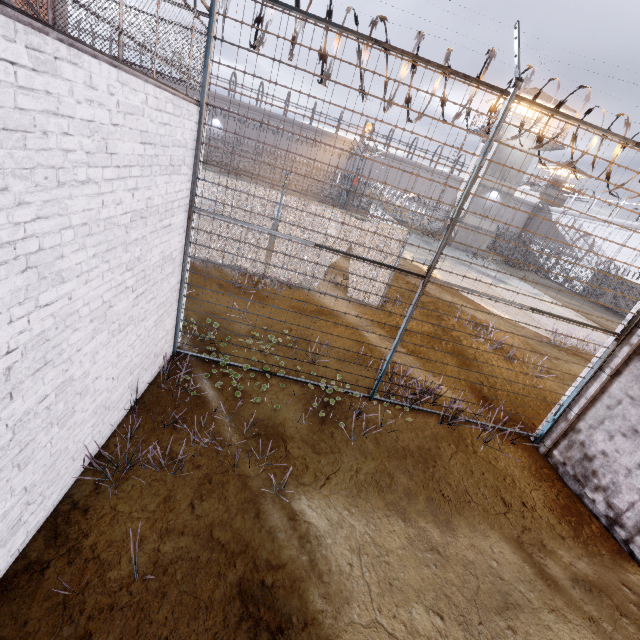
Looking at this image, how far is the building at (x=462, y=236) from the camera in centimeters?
3519cm

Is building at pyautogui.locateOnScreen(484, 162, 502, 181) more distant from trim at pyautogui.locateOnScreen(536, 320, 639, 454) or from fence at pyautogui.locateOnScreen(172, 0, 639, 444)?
trim at pyautogui.locateOnScreen(536, 320, 639, 454)

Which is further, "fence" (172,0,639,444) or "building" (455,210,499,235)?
"building" (455,210,499,235)

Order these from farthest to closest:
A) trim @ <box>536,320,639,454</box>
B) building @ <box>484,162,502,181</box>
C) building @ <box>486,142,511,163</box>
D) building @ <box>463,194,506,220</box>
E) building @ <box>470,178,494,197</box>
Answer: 1. building @ <box>463,194,506,220</box>
2. building @ <box>470,178,494,197</box>
3. building @ <box>484,162,502,181</box>
4. building @ <box>486,142,511,163</box>
5. trim @ <box>536,320,639,454</box>

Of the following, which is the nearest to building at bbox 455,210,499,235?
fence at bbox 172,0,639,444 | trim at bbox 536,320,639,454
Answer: fence at bbox 172,0,639,444

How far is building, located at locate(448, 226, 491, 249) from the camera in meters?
35.2 m

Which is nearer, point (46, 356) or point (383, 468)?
point (46, 356)
